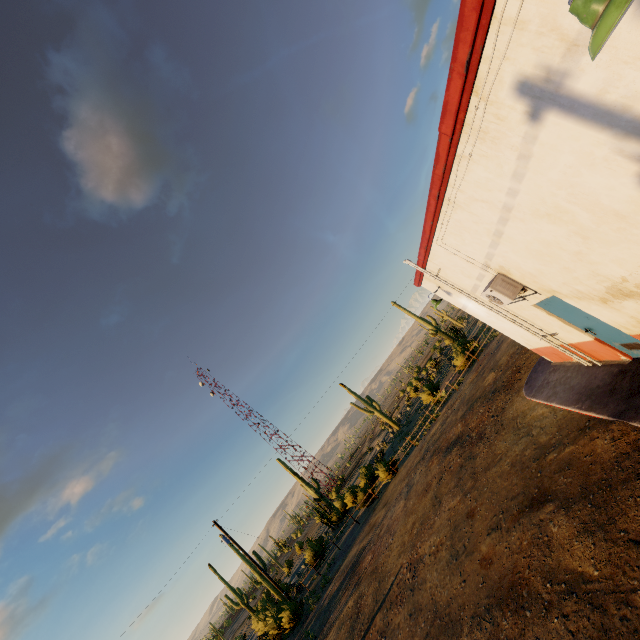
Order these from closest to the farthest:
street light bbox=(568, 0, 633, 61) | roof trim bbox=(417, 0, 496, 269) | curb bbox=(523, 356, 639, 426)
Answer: street light bbox=(568, 0, 633, 61) < roof trim bbox=(417, 0, 496, 269) < curb bbox=(523, 356, 639, 426)

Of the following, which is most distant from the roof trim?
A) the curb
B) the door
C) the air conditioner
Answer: the curb

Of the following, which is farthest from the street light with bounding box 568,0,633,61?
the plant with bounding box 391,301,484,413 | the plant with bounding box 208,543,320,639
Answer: the plant with bounding box 208,543,320,639

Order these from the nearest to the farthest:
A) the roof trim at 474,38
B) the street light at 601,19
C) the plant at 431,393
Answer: the street light at 601,19, the roof trim at 474,38, the plant at 431,393

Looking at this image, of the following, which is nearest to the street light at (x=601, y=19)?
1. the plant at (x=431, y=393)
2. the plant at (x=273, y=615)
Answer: the plant at (x=431, y=393)

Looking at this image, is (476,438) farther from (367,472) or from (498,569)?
(367,472)

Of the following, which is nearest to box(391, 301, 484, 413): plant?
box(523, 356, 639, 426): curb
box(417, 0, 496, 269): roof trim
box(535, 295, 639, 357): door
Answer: box(523, 356, 639, 426): curb

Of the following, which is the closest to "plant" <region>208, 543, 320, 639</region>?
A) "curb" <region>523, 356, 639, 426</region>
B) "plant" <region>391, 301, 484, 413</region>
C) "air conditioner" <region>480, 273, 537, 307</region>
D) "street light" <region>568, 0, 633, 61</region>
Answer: "plant" <region>391, 301, 484, 413</region>
